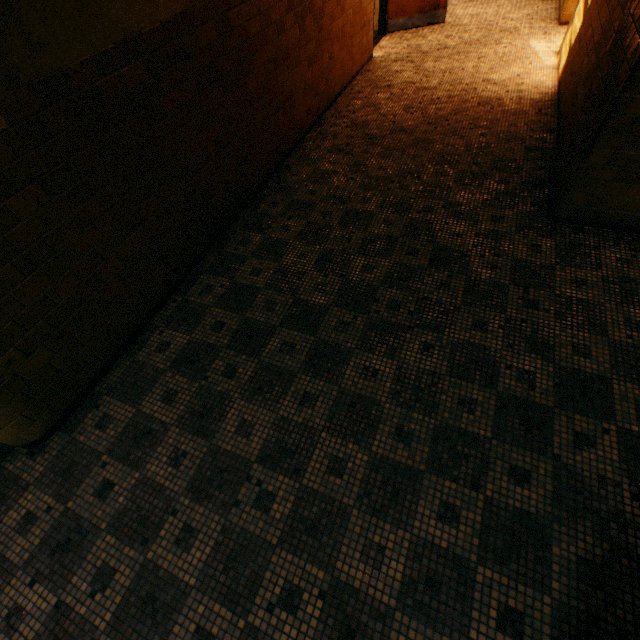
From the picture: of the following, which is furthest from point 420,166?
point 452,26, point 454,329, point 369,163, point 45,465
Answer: point 452,26
